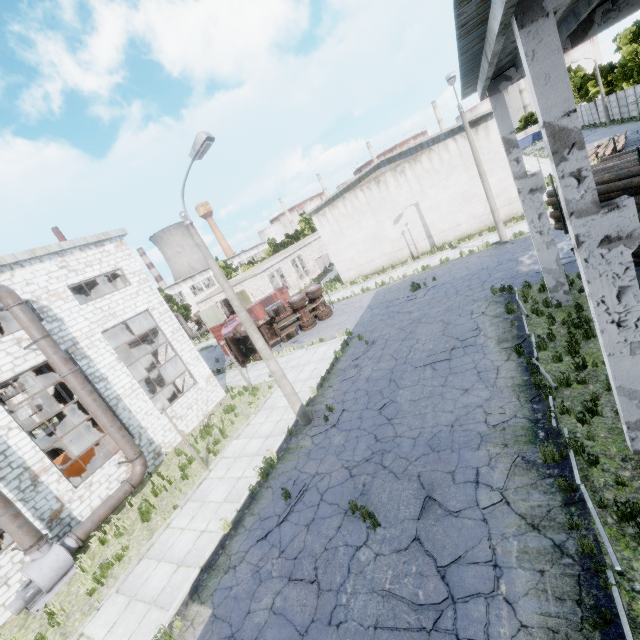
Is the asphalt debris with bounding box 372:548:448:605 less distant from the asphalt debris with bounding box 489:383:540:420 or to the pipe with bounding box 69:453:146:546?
the asphalt debris with bounding box 489:383:540:420

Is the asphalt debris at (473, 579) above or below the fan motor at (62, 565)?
below

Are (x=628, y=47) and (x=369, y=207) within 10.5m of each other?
no

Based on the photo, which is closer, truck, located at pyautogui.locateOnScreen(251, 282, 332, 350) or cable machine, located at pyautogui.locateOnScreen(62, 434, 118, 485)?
cable machine, located at pyautogui.locateOnScreen(62, 434, 118, 485)

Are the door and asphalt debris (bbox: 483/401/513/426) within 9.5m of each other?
no

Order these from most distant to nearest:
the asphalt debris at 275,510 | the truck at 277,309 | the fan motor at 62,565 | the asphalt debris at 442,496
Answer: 1. the truck at 277,309
2. the fan motor at 62,565
3. the asphalt debris at 275,510
4. the asphalt debris at 442,496

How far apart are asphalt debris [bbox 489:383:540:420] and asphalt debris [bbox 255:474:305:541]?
5.50m

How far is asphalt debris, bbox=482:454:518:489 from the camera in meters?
7.0
